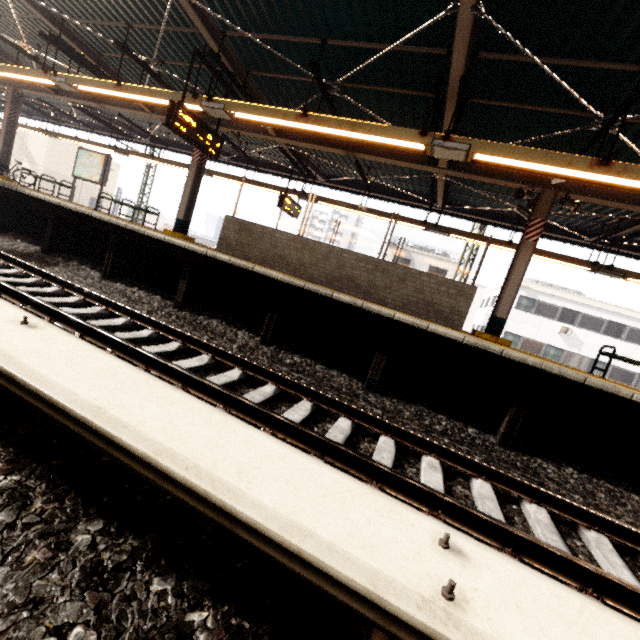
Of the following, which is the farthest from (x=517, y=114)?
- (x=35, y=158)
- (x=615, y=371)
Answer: (x=35, y=158)

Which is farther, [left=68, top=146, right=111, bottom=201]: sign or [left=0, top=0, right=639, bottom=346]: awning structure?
[left=68, top=146, right=111, bottom=201]: sign

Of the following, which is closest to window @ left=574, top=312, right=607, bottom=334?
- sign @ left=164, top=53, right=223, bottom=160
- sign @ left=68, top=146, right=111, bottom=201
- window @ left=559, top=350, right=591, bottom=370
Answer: window @ left=559, top=350, right=591, bottom=370

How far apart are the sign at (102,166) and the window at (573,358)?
30.0m

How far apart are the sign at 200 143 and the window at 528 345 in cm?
2560

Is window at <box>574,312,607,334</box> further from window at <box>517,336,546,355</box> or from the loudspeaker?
the loudspeaker

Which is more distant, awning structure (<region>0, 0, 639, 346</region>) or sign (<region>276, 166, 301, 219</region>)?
sign (<region>276, 166, 301, 219</region>)

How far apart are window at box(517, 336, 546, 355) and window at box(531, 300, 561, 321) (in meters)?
1.72
